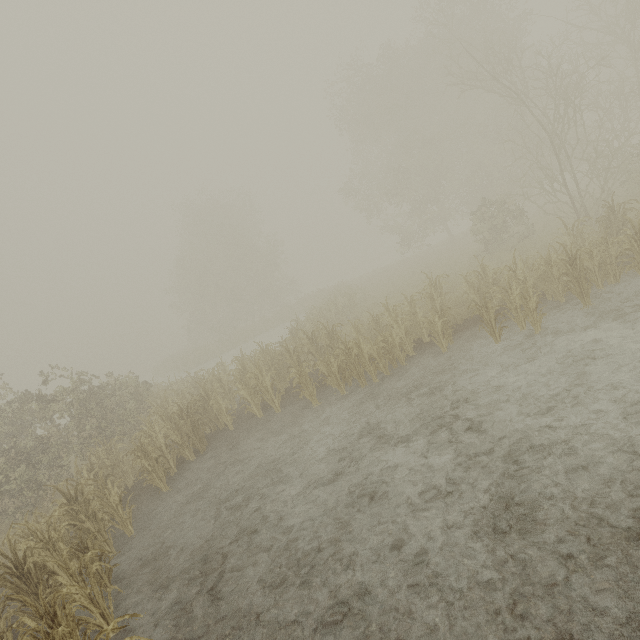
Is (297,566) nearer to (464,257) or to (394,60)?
(464,257)
